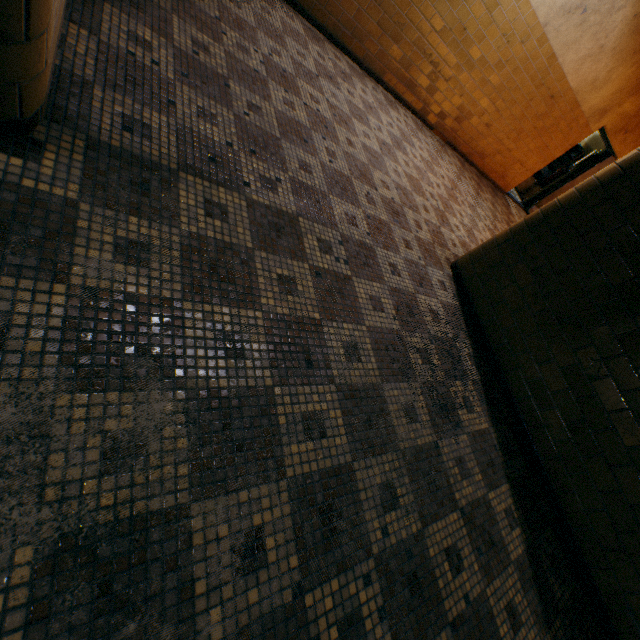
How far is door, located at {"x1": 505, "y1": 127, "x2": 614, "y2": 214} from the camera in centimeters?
811cm

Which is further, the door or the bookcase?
the bookcase

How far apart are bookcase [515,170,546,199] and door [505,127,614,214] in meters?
0.6 m

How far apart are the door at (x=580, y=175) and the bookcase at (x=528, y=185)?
0.6m

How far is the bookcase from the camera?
10.0 meters

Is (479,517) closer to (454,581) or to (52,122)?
(454,581)

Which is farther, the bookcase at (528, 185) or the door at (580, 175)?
the bookcase at (528, 185)
